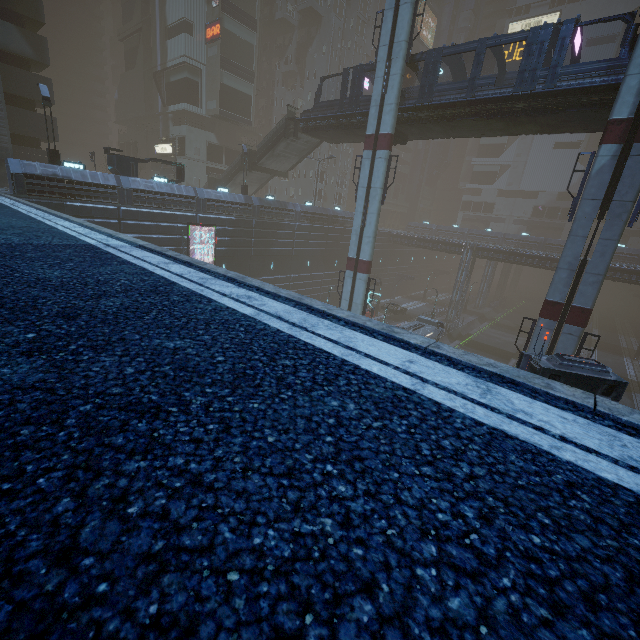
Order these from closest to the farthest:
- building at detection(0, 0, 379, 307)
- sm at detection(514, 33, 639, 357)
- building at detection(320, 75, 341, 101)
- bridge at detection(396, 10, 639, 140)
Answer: sm at detection(514, 33, 639, 357), bridge at detection(396, 10, 639, 140), building at detection(0, 0, 379, 307), building at detection(320, 75, 341, 101)

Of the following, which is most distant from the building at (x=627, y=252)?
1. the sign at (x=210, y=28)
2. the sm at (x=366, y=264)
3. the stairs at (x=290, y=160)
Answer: the stairs at (x=290, y=160)

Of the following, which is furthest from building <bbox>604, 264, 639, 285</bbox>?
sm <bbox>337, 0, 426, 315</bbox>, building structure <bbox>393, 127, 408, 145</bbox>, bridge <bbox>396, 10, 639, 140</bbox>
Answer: building structure <bbox>393, 127, 408, 145</bbox>

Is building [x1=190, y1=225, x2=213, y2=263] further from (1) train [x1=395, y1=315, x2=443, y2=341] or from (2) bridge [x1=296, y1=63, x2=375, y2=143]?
(2) bridge [x1=296, y1=63, x2=375, y2=143]

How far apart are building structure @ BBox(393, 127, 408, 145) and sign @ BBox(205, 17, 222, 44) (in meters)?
30.39

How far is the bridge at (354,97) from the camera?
24.7 meters

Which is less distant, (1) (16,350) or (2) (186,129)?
(1) (16,350)

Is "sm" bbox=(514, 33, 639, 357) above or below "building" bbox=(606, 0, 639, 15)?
below
